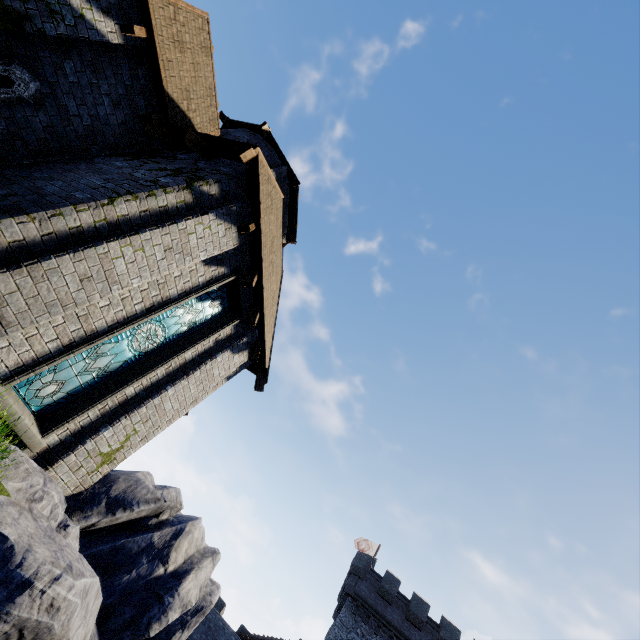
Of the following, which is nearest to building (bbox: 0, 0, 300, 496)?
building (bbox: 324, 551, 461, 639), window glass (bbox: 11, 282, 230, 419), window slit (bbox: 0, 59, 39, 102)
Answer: window slit (bbox: 0, 59, 39, 102)

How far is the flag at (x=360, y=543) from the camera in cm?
3412

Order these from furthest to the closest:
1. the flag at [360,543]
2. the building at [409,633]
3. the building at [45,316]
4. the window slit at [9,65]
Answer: the flag at [360,543], the building at [409,633], the window slit at [9,65], the building at [45,316]

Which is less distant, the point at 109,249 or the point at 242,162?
the point at 109,249

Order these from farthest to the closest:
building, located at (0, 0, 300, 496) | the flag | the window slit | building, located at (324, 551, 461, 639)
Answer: the flag → building, located at (324, 551, 461, 639) → the window slit → building, located at (0, 0, 300, 496)

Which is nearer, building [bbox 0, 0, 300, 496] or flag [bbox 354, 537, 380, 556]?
building [bbox 0, 0, 300, 496]

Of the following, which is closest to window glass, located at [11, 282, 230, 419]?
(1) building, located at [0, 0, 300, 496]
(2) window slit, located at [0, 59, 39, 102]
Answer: (1) building, located at [0, 0, 300, 496]

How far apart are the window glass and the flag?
35.6m
